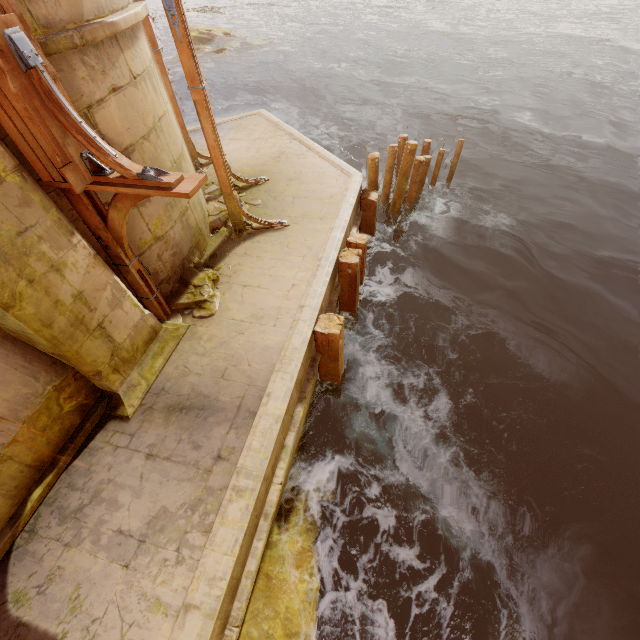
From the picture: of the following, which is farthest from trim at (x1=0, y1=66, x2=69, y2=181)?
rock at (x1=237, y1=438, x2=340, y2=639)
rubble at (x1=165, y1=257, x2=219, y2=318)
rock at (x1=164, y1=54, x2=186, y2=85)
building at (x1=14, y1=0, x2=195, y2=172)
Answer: rock at (x1=164, y1=54, x2=186, y2=85)

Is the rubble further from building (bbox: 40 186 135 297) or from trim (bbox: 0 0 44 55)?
trim (bbox: 0 0 44 55)

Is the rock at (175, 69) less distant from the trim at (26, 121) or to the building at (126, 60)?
the building at (126, 60)

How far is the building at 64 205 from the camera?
3.55m

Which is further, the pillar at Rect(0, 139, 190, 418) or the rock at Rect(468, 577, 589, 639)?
the rock at Rect(468, 577, 589, 639)

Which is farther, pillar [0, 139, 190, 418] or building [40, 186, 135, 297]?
building [40, 186, 135, 297]

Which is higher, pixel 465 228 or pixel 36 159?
pixel 36 159

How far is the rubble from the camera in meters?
5.2 m
